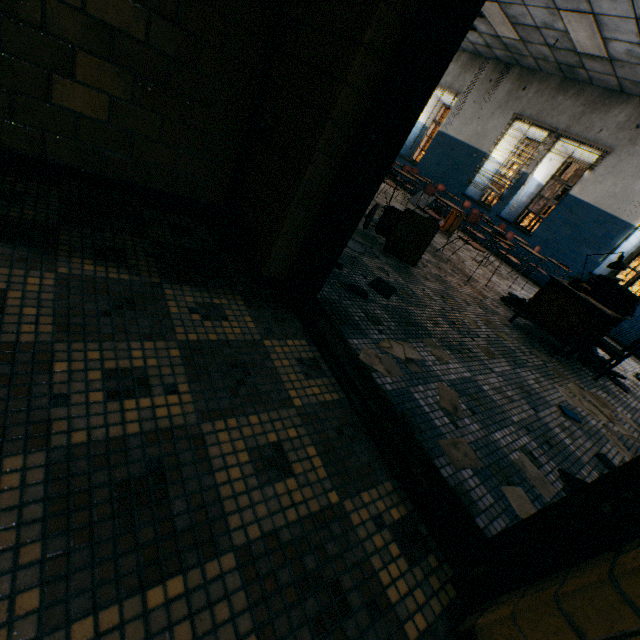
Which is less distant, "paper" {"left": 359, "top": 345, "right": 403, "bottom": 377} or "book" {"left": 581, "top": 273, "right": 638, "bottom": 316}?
"paper" {"left": 359, "top": 345, "right": 403, "bottom": 377}

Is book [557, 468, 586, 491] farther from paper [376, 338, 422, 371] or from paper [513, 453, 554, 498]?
paper [376, 338, 422, 371]

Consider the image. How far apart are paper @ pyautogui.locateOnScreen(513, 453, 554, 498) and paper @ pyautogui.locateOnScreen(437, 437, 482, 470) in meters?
0.3

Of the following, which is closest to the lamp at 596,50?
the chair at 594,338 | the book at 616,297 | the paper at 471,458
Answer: the book at 616,297

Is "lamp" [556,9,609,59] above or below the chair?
above

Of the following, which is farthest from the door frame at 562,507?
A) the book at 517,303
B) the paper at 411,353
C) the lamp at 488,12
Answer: the lamp at 488,12

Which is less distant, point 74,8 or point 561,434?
point 74,8

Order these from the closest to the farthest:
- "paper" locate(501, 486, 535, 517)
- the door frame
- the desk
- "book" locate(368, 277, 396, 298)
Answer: the door frame → "paper" locate(501, 486, 535, 517) → "book" locate(368, 277, 396, 298) → the desk
